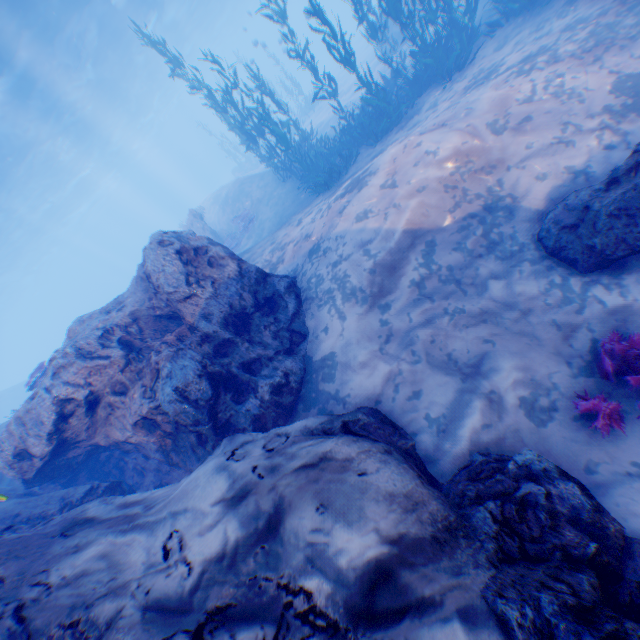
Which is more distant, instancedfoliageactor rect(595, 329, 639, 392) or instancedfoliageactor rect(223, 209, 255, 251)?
instancedfoliageactor rect(223, 209, 255, 251)

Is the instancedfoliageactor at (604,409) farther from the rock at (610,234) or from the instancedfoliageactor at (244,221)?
the instancedfoliageactor at (244,221)

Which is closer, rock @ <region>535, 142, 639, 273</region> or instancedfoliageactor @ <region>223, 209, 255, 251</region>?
rock @ <region>535, 142, 639, 273</region>

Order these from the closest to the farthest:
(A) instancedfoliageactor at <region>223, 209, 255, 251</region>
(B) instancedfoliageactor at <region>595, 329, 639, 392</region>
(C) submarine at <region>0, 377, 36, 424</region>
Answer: (B) instancedfoliageactor at <region>595, 329, 639, 392</region> < (A) instancedfoliageactor at <region>223, 209, 255, 251</region> < (C) submarine at <region>0, 377, 36, 424</region>

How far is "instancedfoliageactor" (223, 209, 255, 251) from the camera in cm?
1691

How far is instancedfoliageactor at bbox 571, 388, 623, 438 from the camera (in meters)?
3.65

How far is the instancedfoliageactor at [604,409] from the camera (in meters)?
3.65

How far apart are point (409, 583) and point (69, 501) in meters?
6.2
